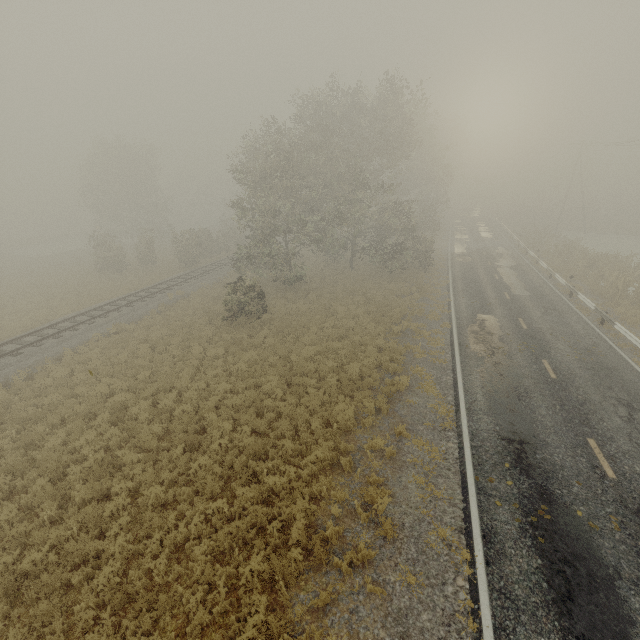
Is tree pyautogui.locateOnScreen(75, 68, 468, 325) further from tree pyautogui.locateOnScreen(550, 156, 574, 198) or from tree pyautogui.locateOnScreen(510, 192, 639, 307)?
tree pyautogui.locateOnScreen(550, 156, 574, 198)

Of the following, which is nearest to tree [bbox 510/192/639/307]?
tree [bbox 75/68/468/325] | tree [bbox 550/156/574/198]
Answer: tree [bbox 550/156/574/198]

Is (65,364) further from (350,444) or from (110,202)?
(110,202)

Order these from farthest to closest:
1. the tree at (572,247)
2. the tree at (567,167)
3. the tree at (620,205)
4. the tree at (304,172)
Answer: the tree at (567,167)
the tree at (620,205)
the tree at (304,172)
the tree at (572,247)

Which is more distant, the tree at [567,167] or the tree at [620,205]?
the tree at [567,167]
